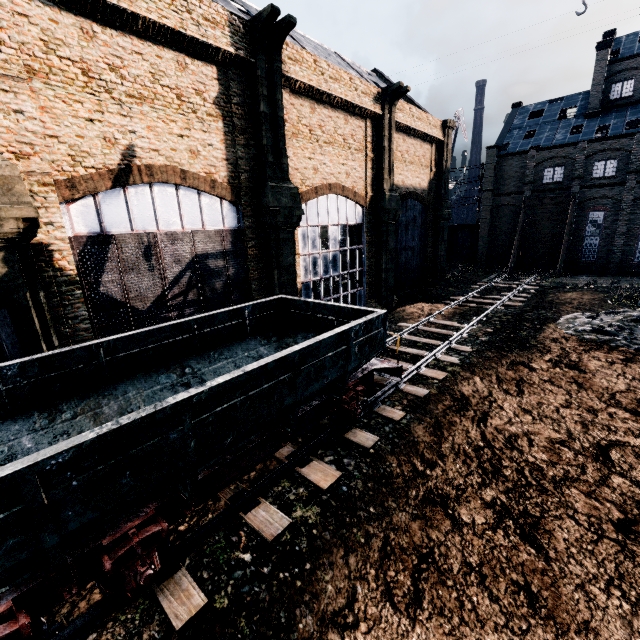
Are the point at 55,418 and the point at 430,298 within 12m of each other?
no

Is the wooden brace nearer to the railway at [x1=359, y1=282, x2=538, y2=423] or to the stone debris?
the railway at [x1=359, y1=282, x2=538, y2=423]

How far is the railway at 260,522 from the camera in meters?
7.3

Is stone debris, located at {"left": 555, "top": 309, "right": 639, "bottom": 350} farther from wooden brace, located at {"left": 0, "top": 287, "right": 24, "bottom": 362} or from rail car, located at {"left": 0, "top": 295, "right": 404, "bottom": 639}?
wooden brace, located at {"left": 0, "top": 287, "right": 24, "bottom": 362}

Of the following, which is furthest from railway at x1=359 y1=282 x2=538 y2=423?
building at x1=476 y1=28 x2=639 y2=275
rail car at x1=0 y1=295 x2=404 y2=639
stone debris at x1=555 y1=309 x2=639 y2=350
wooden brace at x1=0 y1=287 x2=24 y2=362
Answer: building at x1=476 y1=28 x2=639 y2=275

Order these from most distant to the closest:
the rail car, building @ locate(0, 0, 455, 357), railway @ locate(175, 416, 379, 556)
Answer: building @ locate(0, 0, 455, 357)
railway @ locate(175, 416, 379, 556)
the rail car

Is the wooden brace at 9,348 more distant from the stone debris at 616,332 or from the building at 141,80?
the stone debris at 616,332

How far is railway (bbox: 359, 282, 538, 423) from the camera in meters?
12.1
